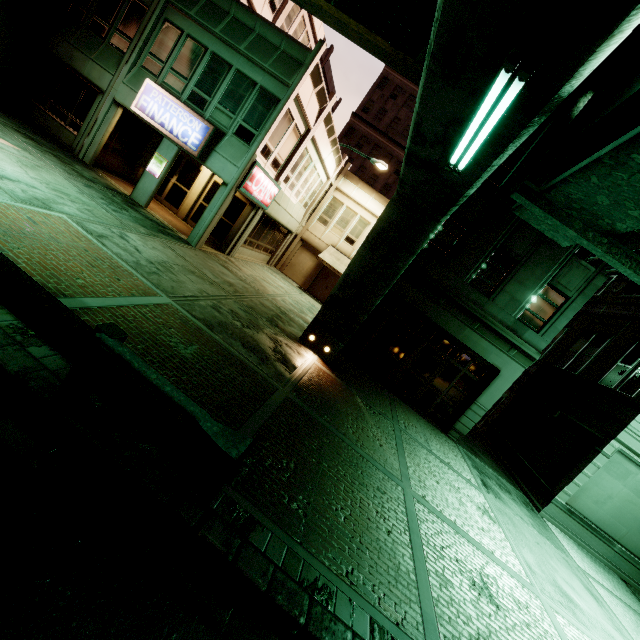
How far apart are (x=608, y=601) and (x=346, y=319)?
11.0 meters

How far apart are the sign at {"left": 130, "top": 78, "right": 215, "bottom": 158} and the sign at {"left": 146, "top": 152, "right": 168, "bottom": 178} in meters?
1.0 m

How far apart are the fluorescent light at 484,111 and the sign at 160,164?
12.9m

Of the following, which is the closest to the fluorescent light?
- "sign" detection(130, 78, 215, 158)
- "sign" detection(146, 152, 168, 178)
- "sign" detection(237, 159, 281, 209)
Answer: "sign" detection(237, 159, 281, 209)

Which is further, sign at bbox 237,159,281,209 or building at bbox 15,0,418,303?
sign at bbox 237,159,281,209

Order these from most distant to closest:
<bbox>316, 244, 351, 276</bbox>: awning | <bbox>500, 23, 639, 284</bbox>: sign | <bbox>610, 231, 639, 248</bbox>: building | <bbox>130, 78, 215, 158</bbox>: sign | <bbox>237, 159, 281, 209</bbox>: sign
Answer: <bbox>316, 244, 351, 276</bbox>: awning
<bbox>237, 159, 281, 209</bbox>: sign
<bbox>130, 78, 215, 158</bbox>: sign
<bbox>610, 231, 639, 248</bbox>: building
<bbox>500, 23, 639, 284</bbox>: sign

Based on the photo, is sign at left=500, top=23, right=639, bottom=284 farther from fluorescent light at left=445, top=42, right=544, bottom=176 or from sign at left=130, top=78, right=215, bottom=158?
sign at left=130, top=78, right=215, bottom=158

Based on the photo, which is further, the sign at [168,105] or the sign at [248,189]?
the sign at [248,189]
